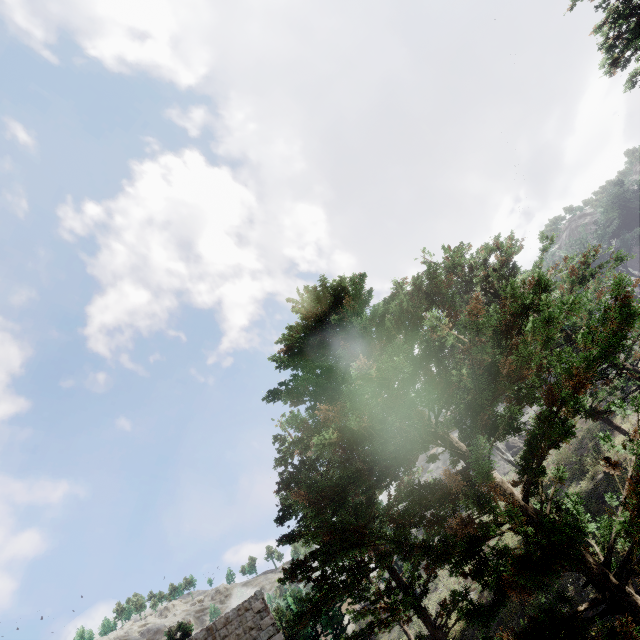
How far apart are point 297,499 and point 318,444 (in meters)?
11.16
